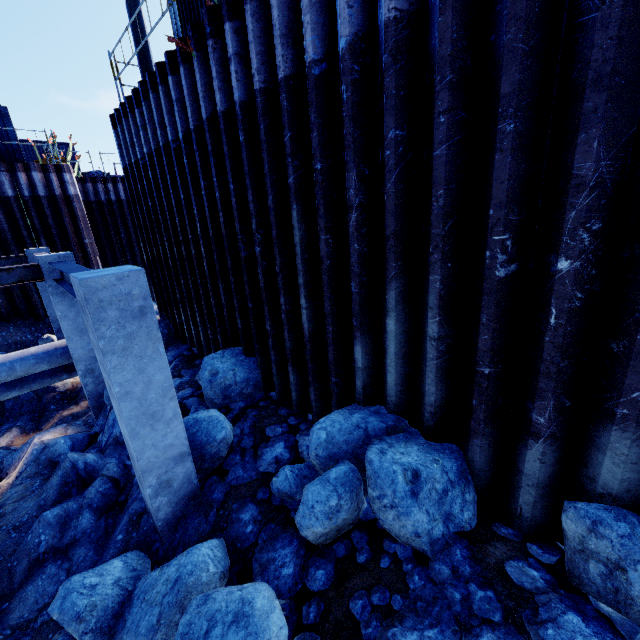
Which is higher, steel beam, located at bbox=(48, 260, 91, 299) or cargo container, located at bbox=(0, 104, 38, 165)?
cargo container, located at bbox=(0, 104, 38, 165)

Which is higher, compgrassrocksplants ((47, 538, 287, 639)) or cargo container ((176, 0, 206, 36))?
cargo container ((176, 0, 206, 36))

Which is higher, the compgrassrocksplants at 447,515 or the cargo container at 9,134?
the cargo container at 9,134

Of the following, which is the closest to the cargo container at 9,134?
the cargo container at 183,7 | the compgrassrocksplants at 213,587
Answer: the cargo container at 183,7

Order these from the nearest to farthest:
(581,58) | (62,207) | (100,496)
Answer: (581,58) < (100,496) < (62,207)

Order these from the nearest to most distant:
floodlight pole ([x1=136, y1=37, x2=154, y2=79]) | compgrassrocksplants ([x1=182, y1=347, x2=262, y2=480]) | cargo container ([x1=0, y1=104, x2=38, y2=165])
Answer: compgrassrocksplants ([x1=182, y1=347, x2=262, y2=480]), floodlight pole ([x1=136, y1=37, x2=154, y2=79]), cargo container ([x1=0, y1=104, x2=38, y2=165])

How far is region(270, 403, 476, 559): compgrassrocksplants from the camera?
3.04m

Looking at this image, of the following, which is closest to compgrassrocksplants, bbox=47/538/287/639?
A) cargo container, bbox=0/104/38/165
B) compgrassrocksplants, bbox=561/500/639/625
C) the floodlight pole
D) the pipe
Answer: compgrassrocksplants, bbox=561/500/639/625
